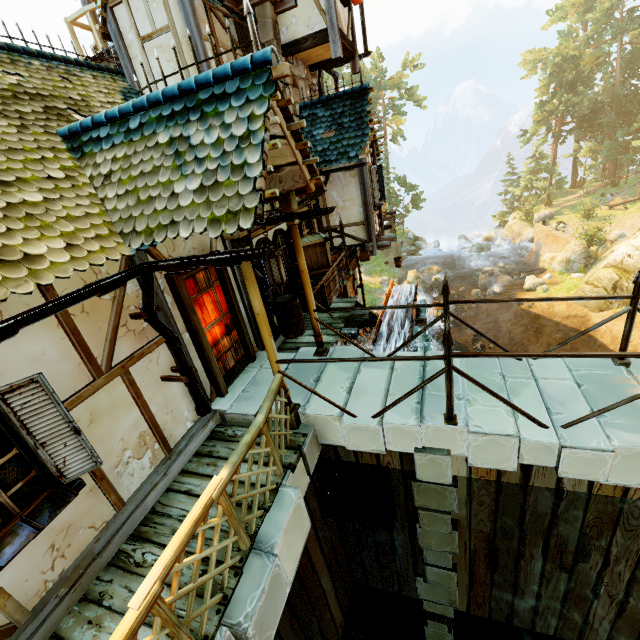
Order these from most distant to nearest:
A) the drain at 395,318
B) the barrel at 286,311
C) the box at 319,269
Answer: the drain at 395,318
the box at 319,269
the barrel at 286,311

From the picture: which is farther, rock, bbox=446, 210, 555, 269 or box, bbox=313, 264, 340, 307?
rock, bbox=446, 210, 555, 269

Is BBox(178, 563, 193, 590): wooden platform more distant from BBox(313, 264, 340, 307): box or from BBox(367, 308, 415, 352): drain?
BBox(313, 264, 340, 307): box

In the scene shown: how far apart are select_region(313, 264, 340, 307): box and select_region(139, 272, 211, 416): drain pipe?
3.7m

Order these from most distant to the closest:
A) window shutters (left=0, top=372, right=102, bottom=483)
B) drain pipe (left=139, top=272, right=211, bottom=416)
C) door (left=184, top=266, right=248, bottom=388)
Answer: door (left=184, top=266, right=248, bottom=388) < drain pipe (left=139, top=272, right=211, bottom=416) < window shutters (left=0, top=372, right=102, bottom=483)

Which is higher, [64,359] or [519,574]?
[64,359]

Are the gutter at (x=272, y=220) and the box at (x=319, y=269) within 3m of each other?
yes

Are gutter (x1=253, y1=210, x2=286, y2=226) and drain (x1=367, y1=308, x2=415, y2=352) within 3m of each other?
no
